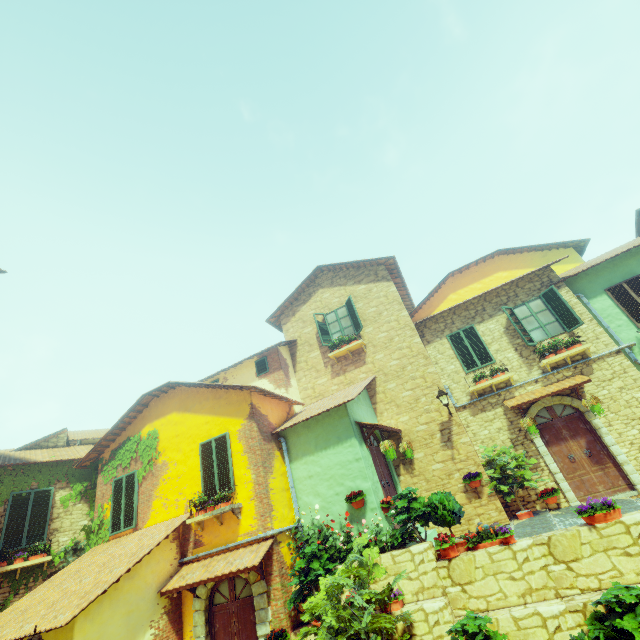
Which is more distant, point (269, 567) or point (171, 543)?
point (171, 543)

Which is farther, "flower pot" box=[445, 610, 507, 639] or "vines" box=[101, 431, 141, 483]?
"vines" box=[101, 431, 141, 483]

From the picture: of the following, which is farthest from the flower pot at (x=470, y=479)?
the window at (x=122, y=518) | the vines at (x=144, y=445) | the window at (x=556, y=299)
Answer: the vines at (x=144, y=445)

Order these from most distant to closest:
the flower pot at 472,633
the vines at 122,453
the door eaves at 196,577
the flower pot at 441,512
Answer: the vines at 122,453 → the door eaves at 196,577 → the flower pot at 441,512 → the flower pot at 472,633

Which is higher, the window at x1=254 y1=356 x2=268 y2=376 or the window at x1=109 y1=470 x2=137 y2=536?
the window at x1=254 y1=356 x2=268 y2=376

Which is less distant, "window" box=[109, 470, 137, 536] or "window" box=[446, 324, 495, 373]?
"window" box=[109, 470, 137, 536]

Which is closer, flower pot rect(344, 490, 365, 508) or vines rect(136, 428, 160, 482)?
flower pot rect(344, 490, 365, 508)

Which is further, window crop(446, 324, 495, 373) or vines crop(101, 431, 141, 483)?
window crop(446, 324, 495, 373)
